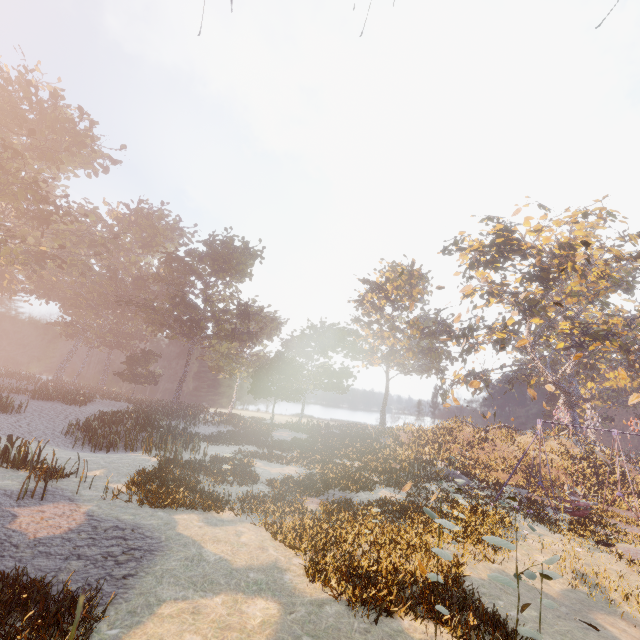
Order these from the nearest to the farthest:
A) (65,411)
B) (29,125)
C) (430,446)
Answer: (65,411)
(29,125)
(430,446)

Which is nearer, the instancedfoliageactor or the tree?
the instancedfoliageactor

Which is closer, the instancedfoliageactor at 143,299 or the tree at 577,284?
the instancedfoliageactor at 143,299
